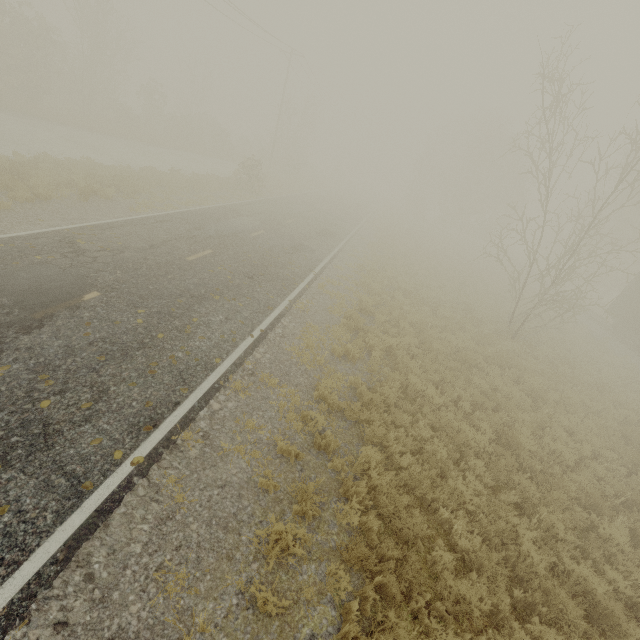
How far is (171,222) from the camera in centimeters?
1351cm
